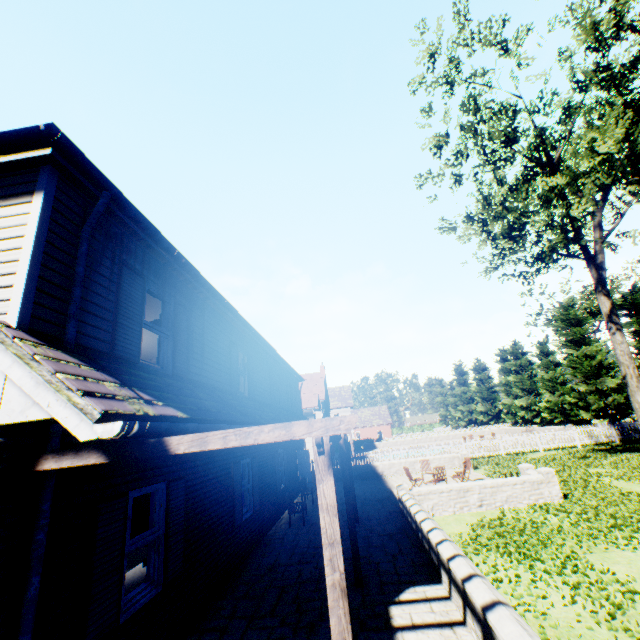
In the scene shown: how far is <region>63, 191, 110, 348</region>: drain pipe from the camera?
4.0 meters

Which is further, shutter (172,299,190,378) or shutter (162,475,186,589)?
shutter (172,299,190,378)

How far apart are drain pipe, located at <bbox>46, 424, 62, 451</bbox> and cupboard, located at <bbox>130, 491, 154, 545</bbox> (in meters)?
2.56

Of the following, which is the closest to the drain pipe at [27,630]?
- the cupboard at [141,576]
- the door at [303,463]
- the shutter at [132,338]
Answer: the shutter at [132,338]

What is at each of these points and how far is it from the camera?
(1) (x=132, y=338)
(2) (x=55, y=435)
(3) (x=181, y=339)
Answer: (1) shutter, 5.3m
(2) drain pipe, 3.6m
(3) shutter, 6.9m

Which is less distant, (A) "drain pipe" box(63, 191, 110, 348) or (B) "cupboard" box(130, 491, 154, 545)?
(A) "drain pipe" box(63, 191, 110, 348)

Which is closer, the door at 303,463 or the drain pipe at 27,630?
the drain pipe at 27,630

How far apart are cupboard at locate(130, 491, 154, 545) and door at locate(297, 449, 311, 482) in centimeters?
1388cm
